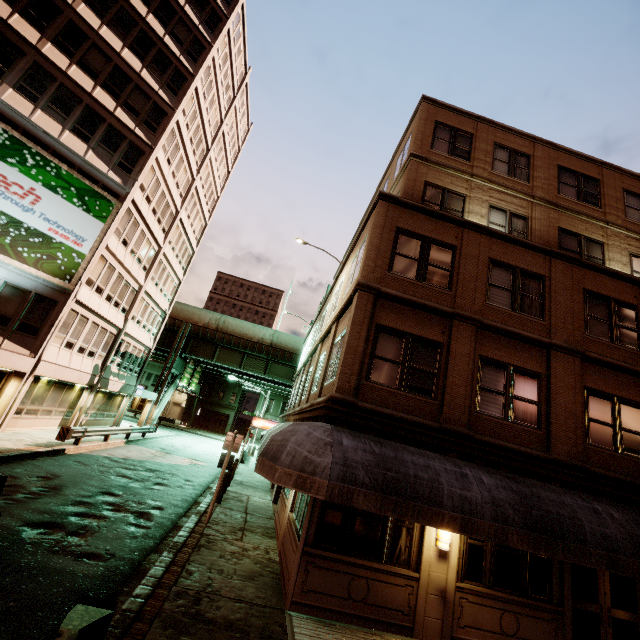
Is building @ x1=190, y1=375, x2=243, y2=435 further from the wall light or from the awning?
the wall light

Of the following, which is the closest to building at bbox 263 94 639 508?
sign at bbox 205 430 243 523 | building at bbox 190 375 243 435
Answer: sign at bbox 205 430 243 523

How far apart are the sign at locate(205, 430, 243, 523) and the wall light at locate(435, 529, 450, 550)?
7.1m

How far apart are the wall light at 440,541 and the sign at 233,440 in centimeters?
711cm

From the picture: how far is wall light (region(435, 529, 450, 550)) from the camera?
7.8m

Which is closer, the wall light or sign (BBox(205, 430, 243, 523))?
the wall light

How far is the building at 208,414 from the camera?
57.56m

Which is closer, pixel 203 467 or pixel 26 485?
pixel 26 485
